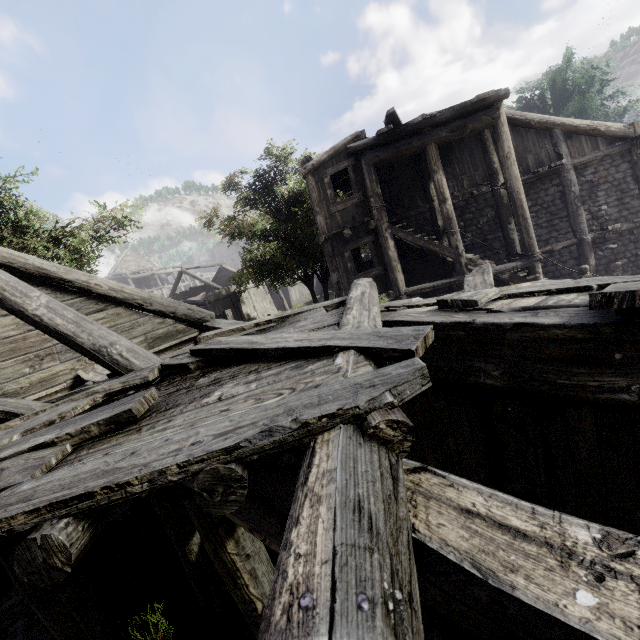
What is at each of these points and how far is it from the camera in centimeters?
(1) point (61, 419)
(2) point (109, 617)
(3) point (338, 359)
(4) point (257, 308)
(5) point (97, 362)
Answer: (1) wooden plank rubble, 291cm
(2) building, 434cm
(3) building, 219cm
(4) building, 3095cm
(5) building, 413cm

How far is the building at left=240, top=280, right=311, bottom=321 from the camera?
30.3 meters

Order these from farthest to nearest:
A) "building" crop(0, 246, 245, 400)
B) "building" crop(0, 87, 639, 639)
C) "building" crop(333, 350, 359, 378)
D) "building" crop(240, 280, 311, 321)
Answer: "building" crop(240, 280, 311, 321)
"building" crop(0, 246, 245, 400)
"building" crop(333, 350, 359, 378)
"building" crop(0, 87, 639, 639)

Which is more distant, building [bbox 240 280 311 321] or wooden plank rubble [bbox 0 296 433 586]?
building [bbox 240 280 311 321]

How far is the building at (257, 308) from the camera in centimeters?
3027cm

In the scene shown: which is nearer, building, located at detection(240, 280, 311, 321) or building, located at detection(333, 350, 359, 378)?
building, located at detection(333, 350, 359, 378)

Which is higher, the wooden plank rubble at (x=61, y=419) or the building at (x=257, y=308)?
the wooden plank rubble at (x=61, y=419)
